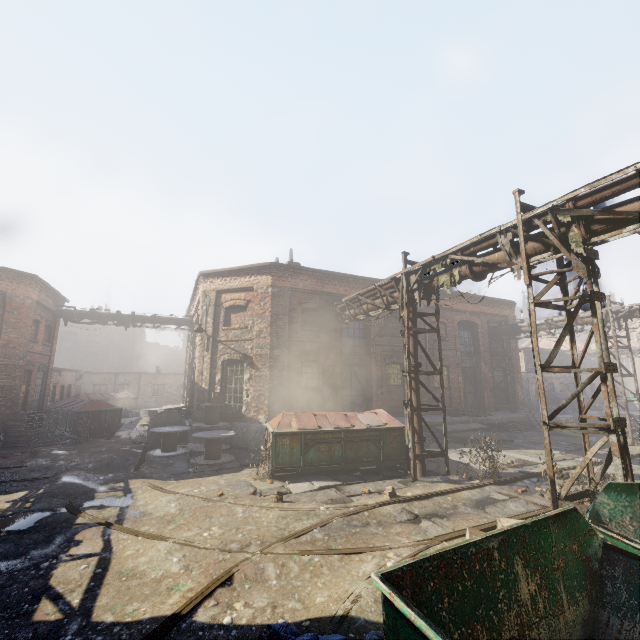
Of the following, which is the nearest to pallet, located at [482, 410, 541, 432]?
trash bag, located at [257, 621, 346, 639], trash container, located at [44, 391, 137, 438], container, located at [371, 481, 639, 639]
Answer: container, located at [371, 481, 639, 639]

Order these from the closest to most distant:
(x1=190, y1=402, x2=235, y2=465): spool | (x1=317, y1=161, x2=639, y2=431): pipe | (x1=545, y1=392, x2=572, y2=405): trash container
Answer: (x1=317, y1=161, x2=639, y2=431): pipe
(x1=190, y1=402, x2=235, y2=465): spool
(x1=545, y1=392, x2=572, y2=405): trash container

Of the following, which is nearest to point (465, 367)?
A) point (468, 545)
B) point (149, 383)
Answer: point (468, 545)

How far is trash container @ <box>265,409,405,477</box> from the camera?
9.7m

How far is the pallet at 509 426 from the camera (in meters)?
18.25

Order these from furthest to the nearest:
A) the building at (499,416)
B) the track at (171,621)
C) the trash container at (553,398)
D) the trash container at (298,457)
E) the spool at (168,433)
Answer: the trash container at (553,398) → the building at (499,416) → the spool at (168,433) → the trash container at (298,457) → the track at (171,621)

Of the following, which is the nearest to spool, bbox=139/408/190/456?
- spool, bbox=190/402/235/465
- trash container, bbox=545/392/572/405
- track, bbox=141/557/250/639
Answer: spool, bbox=190/402/235/465

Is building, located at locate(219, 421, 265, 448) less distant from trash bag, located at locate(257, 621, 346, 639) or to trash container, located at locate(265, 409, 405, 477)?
trash container, located at locate(265, 409, 405, 477)
